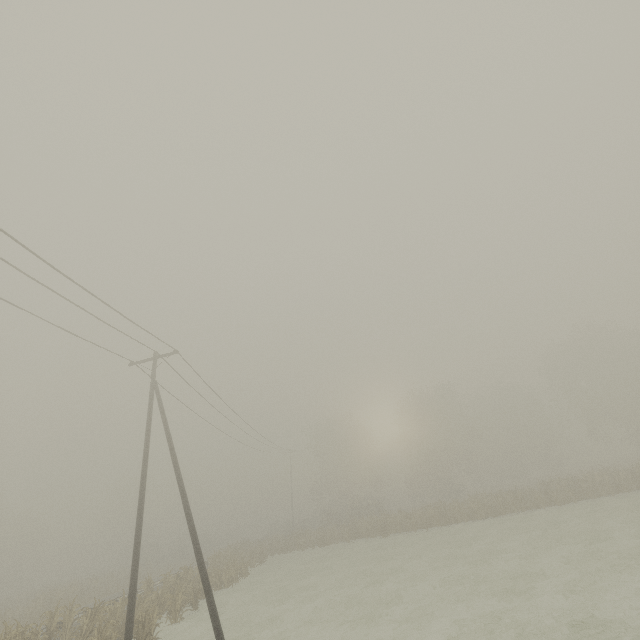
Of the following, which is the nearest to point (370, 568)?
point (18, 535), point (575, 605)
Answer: point (575, 605)
